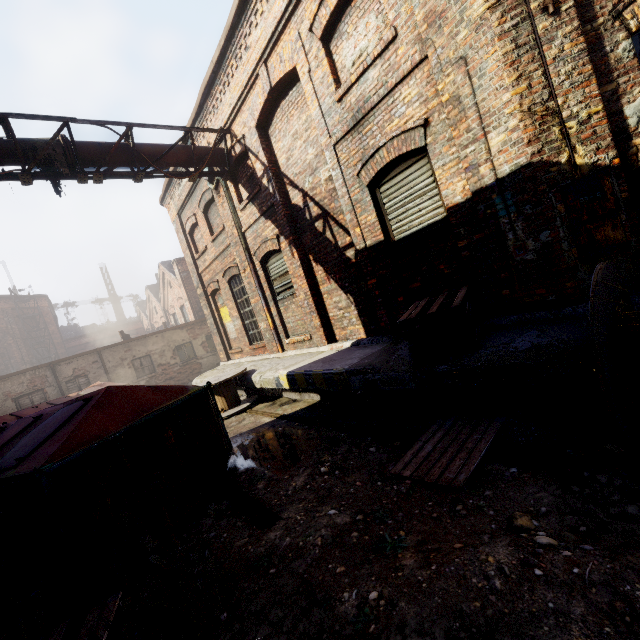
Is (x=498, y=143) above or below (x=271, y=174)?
below

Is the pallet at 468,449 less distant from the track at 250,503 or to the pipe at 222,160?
the track at 250,503

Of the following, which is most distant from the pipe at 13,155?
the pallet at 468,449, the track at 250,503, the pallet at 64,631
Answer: the pallet at 468,449

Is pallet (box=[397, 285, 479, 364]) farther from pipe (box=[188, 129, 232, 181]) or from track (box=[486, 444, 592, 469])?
pipe (box=[188, 129, 232, 181])

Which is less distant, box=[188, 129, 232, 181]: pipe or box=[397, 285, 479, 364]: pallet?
box=[397, 285, 479, 364]: pallet

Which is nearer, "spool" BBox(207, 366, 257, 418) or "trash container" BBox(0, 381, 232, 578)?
"trash container" BBox(0, 381, 232, 578)

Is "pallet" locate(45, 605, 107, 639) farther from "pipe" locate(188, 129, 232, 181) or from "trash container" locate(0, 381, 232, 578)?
"pipe" locate(188, 129, 232, 181)

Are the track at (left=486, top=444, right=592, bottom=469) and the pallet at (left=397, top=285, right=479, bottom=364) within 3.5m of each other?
yes
